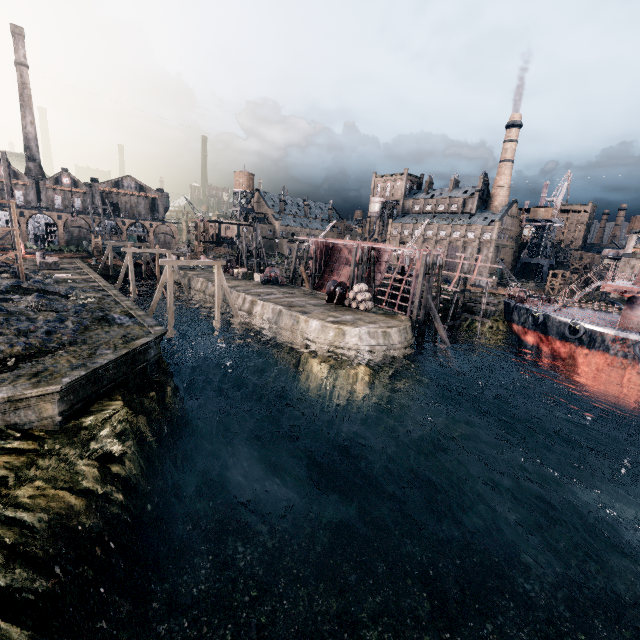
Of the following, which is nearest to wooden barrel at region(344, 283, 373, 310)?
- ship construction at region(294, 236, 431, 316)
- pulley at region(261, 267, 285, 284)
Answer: ship construction at region(294, 236, 431, 316)

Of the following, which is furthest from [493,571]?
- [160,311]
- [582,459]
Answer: [160,311]

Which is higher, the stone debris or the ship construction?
the ship construction

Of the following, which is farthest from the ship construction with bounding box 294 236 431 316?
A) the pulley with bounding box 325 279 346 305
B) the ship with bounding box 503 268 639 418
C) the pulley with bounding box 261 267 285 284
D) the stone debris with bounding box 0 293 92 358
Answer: the stone debris with bounding box 0 293 92 358

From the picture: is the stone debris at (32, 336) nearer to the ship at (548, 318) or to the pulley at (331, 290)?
the pulley at (331, 290)

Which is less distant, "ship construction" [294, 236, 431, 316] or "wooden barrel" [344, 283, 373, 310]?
"wooden barrel" [344, 283, 373, 310]

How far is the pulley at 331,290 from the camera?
35.00m

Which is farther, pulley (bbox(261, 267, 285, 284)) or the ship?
pulley (bbox(261, 267, 285, 284))
